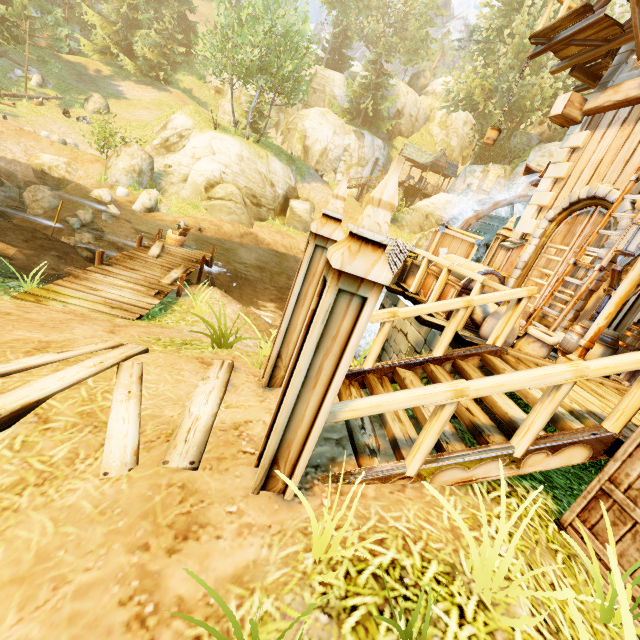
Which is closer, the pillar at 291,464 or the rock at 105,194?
the pillar at 291,464

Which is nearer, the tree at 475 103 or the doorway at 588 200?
the doorway at 588 200

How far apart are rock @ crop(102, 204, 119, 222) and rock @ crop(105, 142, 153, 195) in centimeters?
446cm

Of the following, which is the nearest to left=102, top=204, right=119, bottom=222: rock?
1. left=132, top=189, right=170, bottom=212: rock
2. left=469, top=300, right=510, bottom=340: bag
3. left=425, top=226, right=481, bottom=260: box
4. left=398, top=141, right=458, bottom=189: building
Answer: left=132, top=189, right=170, bottom=212: rock

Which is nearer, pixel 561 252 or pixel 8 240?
pixel 561 252

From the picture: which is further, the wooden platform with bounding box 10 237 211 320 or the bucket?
the bucket

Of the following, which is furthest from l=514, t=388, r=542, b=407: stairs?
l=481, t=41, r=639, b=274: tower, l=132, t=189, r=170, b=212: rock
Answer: l=132, t=189, r=170, b=212: rock

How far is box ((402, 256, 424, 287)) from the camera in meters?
6.9
